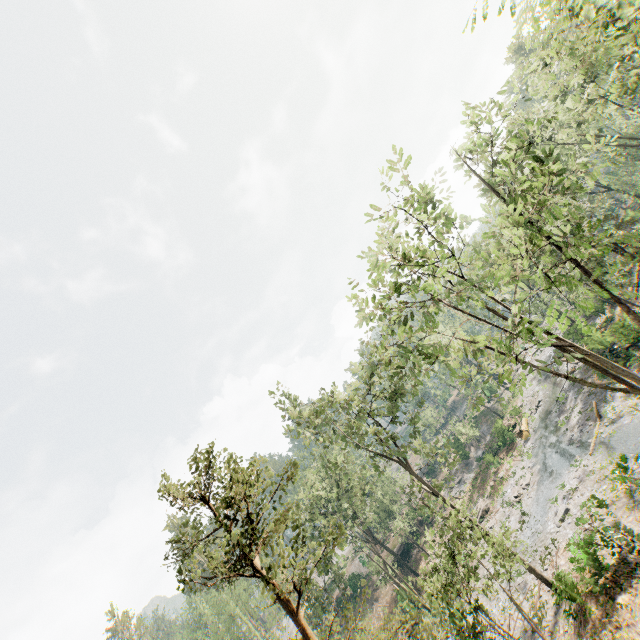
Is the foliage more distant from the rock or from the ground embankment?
the rock

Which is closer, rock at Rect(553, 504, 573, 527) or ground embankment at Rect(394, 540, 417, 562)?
rock at Rect(553, 504, 573, 527)

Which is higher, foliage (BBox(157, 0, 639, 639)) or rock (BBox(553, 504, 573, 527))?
foliage (BBox(157, 0, 639, 639))

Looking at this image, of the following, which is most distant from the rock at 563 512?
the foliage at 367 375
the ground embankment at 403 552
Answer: the ground embankment at 403 552

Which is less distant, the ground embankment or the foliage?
the foliage

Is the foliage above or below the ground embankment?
above

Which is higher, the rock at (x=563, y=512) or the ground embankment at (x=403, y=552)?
the ground embankment at (x=403, y=552)

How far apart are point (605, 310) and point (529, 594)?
33.9 meters
